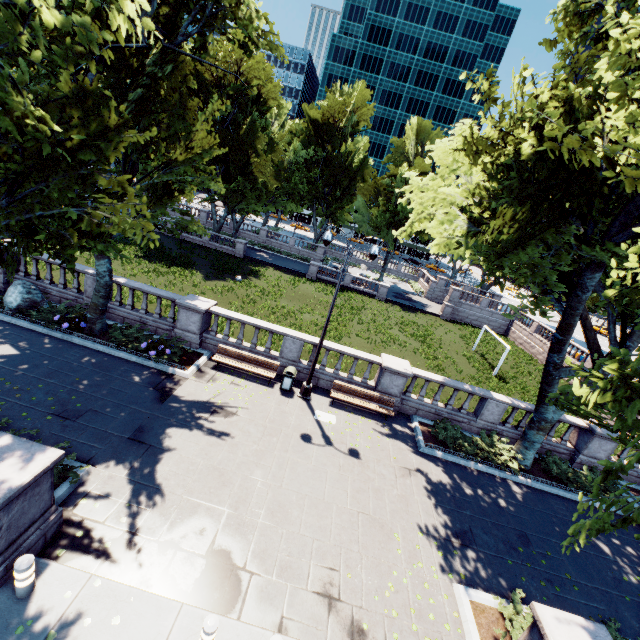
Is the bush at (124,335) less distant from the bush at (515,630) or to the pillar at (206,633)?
the pillar at (206,633)

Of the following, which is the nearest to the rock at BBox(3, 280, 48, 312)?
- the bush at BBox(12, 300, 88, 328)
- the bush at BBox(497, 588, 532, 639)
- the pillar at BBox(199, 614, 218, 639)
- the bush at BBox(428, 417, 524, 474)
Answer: the bush at BBox(12, 300, 88, 328)

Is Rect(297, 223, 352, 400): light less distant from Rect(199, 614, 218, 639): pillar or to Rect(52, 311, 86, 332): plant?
Rect(199, 614, 218, 639): pillar

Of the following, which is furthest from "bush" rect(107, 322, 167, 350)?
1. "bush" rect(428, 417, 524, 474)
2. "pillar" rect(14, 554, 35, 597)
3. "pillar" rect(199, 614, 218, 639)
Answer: "bush" rect(428, 417, 524, 474)

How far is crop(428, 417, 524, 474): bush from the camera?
13.45m

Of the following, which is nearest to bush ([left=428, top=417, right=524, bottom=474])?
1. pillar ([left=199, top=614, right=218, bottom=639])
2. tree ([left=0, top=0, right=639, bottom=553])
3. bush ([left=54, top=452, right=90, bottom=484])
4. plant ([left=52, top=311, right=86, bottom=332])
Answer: tree ([left=0, top=0, right=639, bottom=553])

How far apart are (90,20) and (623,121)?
11.9 meters

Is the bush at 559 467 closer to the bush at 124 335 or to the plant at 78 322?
the bush at 124 335
